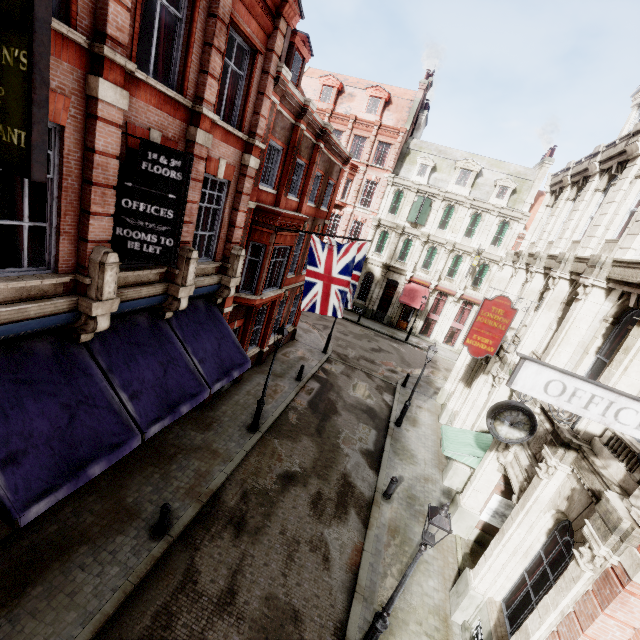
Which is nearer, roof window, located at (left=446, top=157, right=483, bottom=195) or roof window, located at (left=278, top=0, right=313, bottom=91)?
roof window, located at (left=278, top=0, right=313, bottom=91)

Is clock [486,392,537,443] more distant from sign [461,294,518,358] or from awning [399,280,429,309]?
awning [399,280,429,309]

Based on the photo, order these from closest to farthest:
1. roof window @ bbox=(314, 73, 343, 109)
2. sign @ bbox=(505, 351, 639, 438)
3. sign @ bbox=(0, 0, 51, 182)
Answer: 1. sign @ bbox=(0, 0, 51, 182)
2. sign @ bbox=(505, 351, 639, 438)
3. roof window @ bbox=(314, 73, 343, 109)

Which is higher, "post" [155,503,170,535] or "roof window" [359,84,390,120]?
"roof window" [359,84,390,120]

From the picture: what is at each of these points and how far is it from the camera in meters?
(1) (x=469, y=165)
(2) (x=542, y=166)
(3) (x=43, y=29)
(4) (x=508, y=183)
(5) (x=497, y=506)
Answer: (1) roof window, 29.7
(2) chimney, 28.4
(3) sign, 3.0
(4) roof window, 29.0
(5) poster, 10.8

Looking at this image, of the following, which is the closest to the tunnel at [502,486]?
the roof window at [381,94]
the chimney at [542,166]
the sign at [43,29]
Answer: the sign at [43,29]

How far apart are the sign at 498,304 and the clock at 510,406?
5.03m

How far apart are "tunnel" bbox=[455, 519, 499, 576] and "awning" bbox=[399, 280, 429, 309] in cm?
2143
